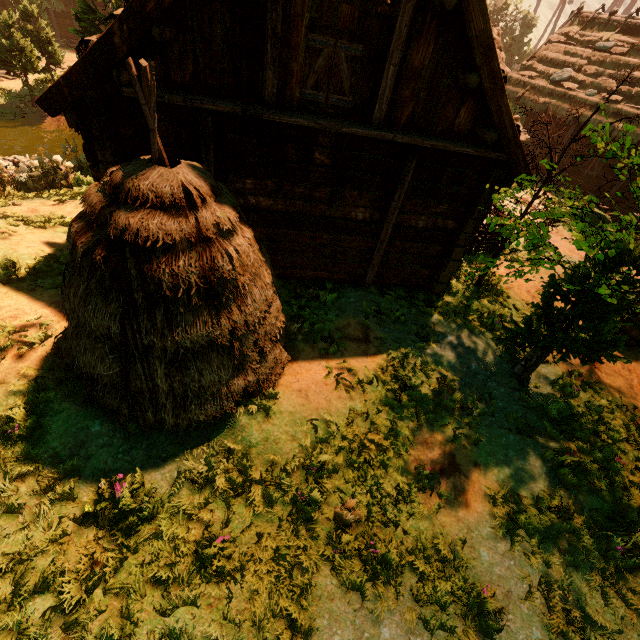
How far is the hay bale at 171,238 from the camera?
3.51m

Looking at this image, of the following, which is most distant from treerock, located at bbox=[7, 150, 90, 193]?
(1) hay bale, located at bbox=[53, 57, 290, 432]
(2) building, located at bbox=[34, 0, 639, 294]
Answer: (1) hay bale, located at bbox=[53, 57, 290, 432]

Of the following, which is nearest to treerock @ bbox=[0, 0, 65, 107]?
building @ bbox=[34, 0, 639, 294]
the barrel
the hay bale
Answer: building @ bbox=[34, 0, 639, 294]

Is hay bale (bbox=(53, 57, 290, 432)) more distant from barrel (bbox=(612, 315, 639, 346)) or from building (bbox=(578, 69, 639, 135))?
barrel (bbox=(612, 315, 639, 346))

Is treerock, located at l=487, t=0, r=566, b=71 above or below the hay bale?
above

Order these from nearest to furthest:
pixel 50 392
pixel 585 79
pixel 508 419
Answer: pixel 50 392 < pixel 508 419 < pixel 585 79

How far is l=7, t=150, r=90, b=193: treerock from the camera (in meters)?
10.67

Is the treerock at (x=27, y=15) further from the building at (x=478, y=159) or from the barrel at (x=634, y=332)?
the barrel at (x=634, y=332)
